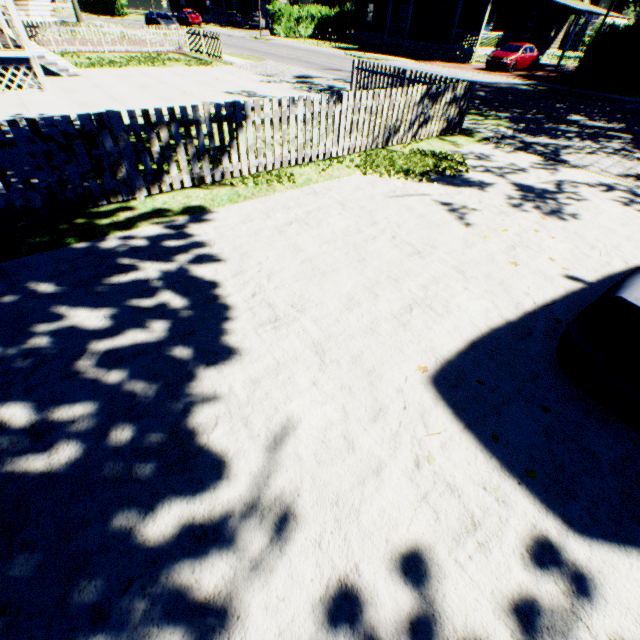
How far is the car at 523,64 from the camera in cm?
2308

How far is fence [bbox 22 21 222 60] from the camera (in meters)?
17.25

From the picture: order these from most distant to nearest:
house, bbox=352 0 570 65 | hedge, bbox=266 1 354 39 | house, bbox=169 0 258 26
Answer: house, bbox=169 0 258 26
hedge, bbox=266 1 354 39
house, bbox=352 0 570 65

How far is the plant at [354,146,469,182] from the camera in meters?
7.0

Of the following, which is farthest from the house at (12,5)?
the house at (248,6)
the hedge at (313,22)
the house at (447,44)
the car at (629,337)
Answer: the house at (248,6)

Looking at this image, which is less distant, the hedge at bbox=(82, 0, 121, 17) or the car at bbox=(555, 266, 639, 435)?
the car at bbox=(555, 266, 639, 435)

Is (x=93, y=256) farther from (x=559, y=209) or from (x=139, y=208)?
(x=559, y=209)

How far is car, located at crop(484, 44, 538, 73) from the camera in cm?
2308
